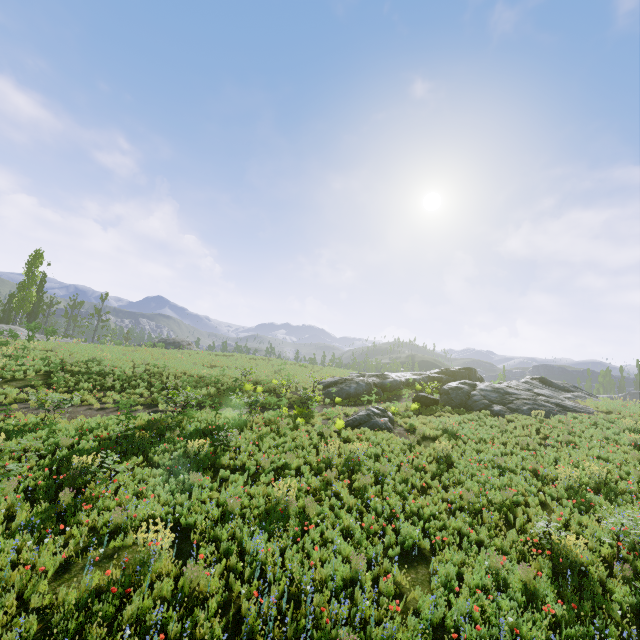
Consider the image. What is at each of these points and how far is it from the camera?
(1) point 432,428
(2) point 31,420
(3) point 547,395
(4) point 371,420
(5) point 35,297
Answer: (1) instancedfoliageactor, 17.5m
(2) instancedfoliageactor, 13.6m
(3) rock, 25.7m
(4) rock, 17.0m
(5) instancedfoliageactor, 37.8m

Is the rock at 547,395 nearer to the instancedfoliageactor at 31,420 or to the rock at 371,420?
the rock at 371,420

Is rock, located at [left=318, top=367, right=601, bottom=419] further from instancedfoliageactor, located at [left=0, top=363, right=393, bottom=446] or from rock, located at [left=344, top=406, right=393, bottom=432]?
instancedfoliageactor, located at [left=0, top=363, right=393, bottom=446]

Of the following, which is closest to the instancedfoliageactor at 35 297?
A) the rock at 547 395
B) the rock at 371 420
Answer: the rock at 371 420
